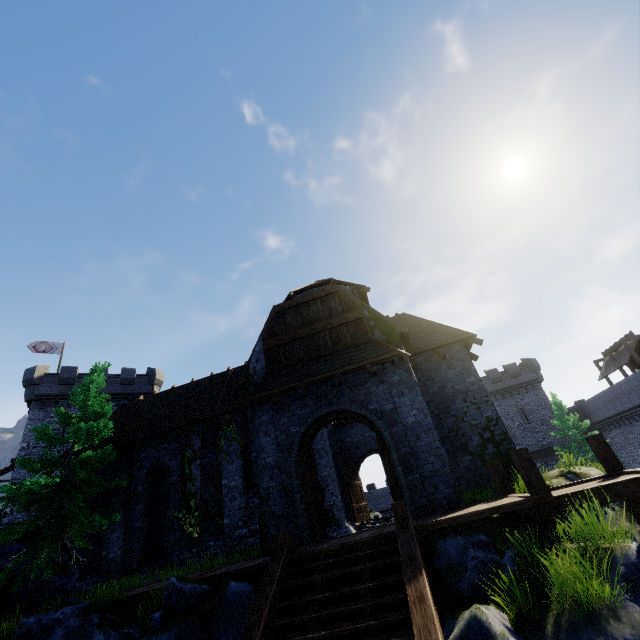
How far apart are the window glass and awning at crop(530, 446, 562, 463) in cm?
3818

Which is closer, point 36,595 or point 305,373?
point 36,595

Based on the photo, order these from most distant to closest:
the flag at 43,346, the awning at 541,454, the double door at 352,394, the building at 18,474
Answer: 1. the awning at 541,454
2. the flag at 43,346
3. the building at 18,474
4. the double door at 352,394

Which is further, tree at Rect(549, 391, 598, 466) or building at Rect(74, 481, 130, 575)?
tree at Rect(549, 391, 598, 466)

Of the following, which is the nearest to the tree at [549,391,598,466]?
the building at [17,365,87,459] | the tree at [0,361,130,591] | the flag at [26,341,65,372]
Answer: the tree at [0,361,130,591]

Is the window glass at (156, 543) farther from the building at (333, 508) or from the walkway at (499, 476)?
the walkway at (499, 476)

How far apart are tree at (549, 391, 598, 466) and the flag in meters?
50.7 m

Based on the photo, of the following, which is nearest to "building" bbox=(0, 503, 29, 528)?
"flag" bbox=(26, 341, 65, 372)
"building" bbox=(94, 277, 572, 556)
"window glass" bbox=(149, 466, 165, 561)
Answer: "flag" bbox=(26, 341, 65, 372)
